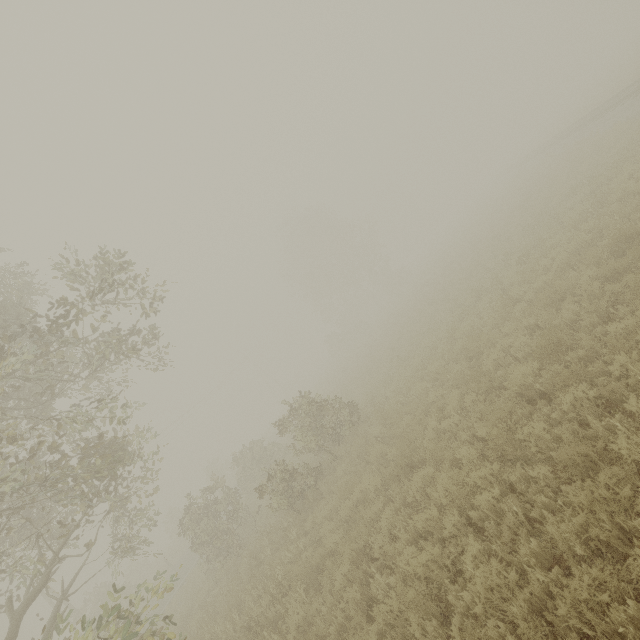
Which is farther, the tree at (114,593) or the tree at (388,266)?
the tree at (388,266)

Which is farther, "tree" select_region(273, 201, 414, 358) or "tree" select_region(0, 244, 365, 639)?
"tree" select_region(273, 201, 414, 358)

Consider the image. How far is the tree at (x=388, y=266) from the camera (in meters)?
42.53

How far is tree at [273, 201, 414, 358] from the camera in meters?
42.5 m

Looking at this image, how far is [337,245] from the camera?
41.97m
